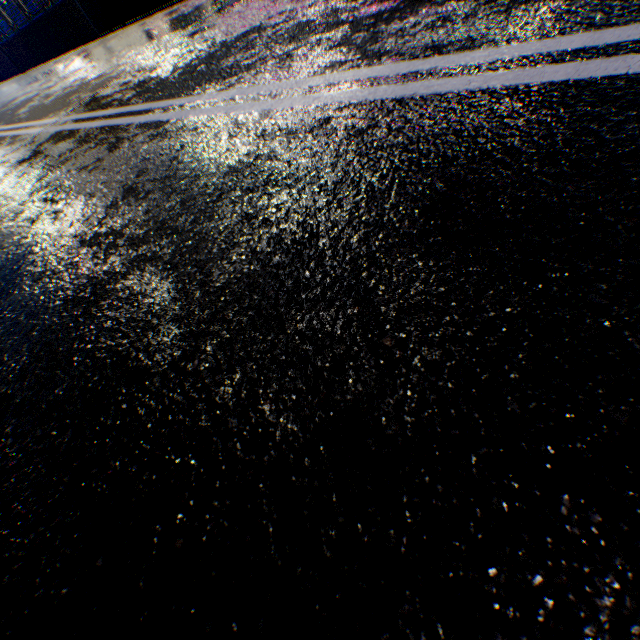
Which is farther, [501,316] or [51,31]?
[51,31]

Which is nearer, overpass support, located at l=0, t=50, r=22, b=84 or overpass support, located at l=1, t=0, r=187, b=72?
overpass support, located at l=1, t=0, r=187, b=72

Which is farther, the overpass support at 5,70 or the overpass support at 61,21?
the overpass support at 5,70
